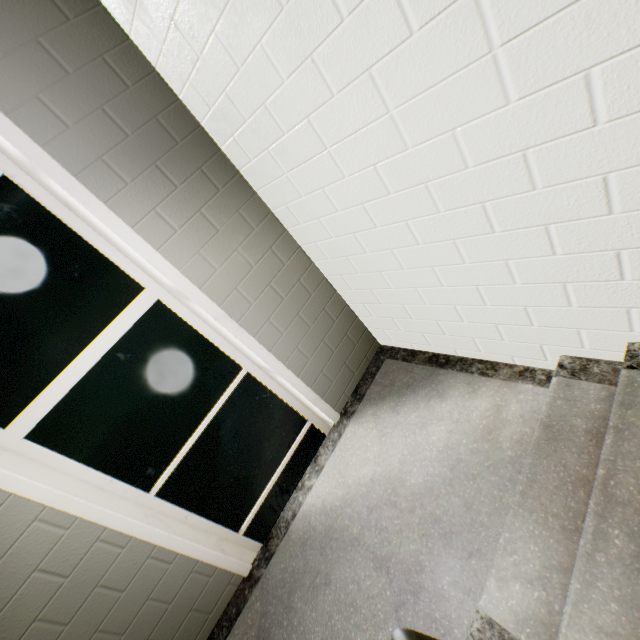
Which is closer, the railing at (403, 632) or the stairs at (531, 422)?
the railing at (403, 632)

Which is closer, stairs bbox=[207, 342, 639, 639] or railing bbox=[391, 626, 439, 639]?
railing bbox=[391, 626, 439, 639]

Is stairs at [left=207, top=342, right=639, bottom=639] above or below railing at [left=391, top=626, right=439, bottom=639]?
below

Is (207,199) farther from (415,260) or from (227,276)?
(415,260)

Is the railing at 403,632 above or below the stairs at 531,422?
above
